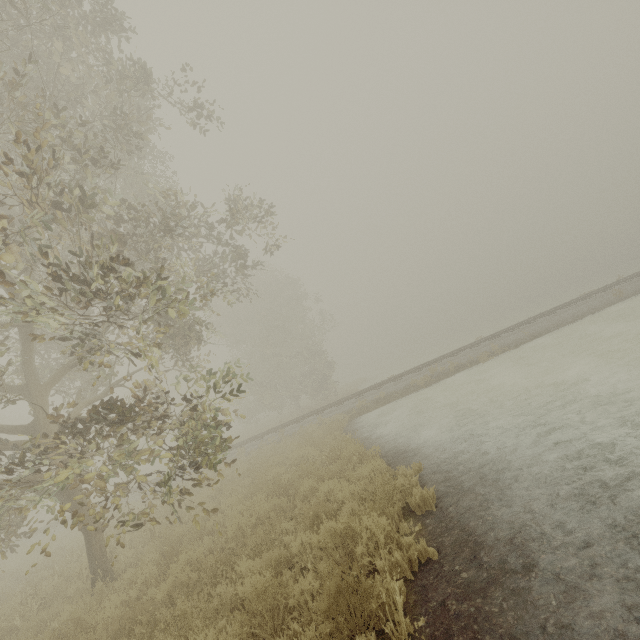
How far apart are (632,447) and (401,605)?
4.6 meters
